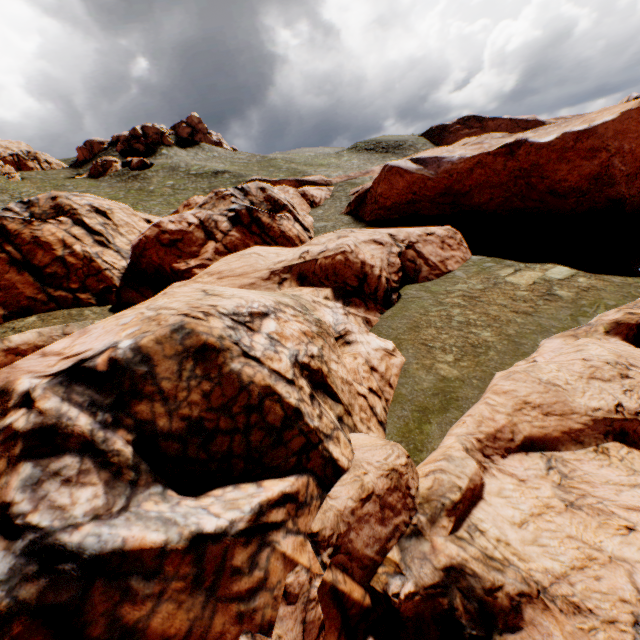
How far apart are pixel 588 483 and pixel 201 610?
9.4m

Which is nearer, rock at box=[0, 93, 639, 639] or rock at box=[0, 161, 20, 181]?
rock at box=[0, 93, 639, 639]

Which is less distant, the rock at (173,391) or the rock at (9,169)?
the rock at (173,391)

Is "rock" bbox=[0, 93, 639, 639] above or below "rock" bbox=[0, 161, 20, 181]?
below

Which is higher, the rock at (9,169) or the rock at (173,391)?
the rock at (9,169)
